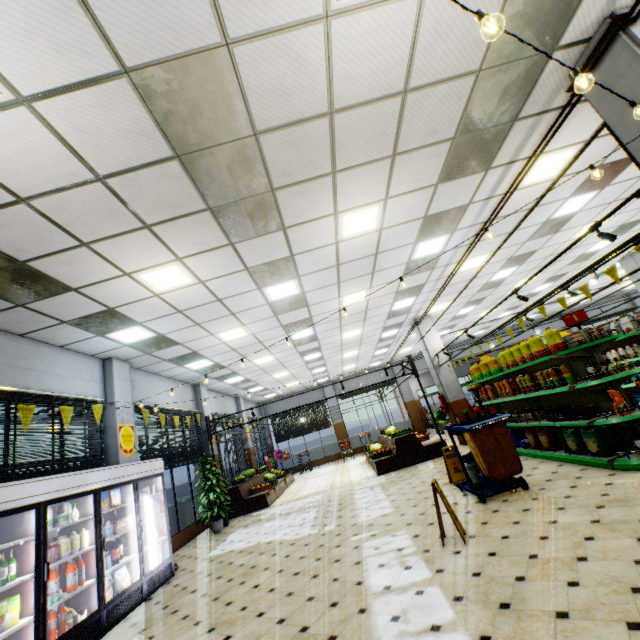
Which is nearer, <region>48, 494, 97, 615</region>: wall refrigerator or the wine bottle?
the wine bottle

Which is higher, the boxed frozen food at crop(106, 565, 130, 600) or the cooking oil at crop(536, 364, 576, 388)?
the cooking oil at crop(536, 364, 576, 388)

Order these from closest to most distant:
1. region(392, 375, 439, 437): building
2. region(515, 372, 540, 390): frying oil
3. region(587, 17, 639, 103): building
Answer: region(587, 17, 639, 103): building, region(515, 372, 540, 390): frying oil, region(392, 375, 439, 437): building

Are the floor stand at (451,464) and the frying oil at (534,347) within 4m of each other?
yes

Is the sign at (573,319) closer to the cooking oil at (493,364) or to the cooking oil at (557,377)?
the cooking oil at (557,377)

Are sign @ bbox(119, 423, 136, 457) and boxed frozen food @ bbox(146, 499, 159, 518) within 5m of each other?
yes

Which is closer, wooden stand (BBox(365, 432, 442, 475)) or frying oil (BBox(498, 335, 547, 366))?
frying oil (BBox(498, 335, 547, 366))

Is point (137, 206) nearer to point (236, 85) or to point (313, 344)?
point (236, 85)
